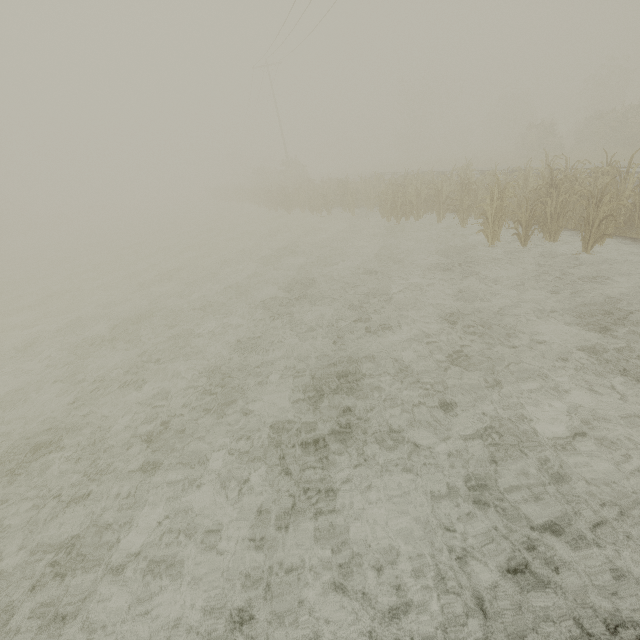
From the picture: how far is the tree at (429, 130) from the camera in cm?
4434

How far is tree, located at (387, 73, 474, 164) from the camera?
44.3 meters

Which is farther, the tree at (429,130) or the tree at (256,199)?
the tree at (429,130)

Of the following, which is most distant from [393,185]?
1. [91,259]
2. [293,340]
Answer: [91,259]

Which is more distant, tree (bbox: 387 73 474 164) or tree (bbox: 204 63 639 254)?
tree (bbox: 387 73 474 164)
